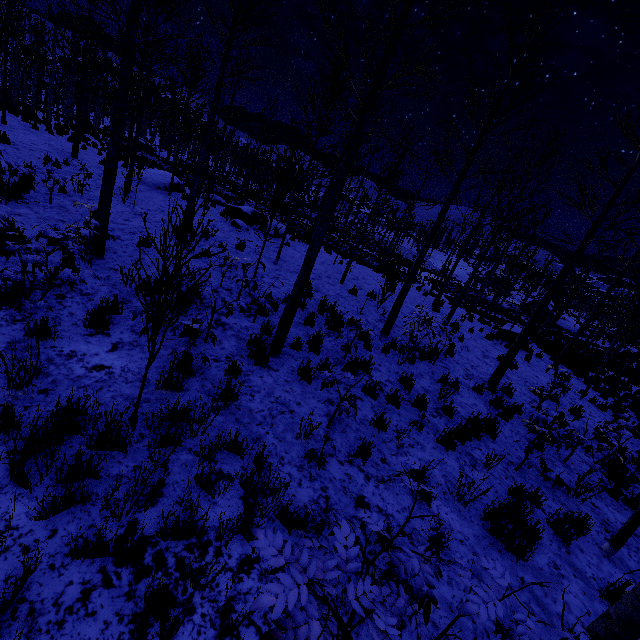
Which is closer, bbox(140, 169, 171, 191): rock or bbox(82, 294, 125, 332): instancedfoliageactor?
bbox(82, 294, 125, 332): instancedfoliageactor

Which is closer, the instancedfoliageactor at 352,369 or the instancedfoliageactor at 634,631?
the instancedfoliageactor at 634,631

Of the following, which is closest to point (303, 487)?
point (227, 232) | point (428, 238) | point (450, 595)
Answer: point (450, 595)

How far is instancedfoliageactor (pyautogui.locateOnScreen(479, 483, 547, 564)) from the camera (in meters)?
3.86

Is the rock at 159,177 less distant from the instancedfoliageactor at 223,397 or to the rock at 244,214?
the instancedfoliageactor at 223,397

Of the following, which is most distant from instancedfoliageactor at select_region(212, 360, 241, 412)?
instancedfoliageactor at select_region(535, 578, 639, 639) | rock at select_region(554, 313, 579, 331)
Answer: instancedfoliageactor at select_region(535, 578, 639, 639)
